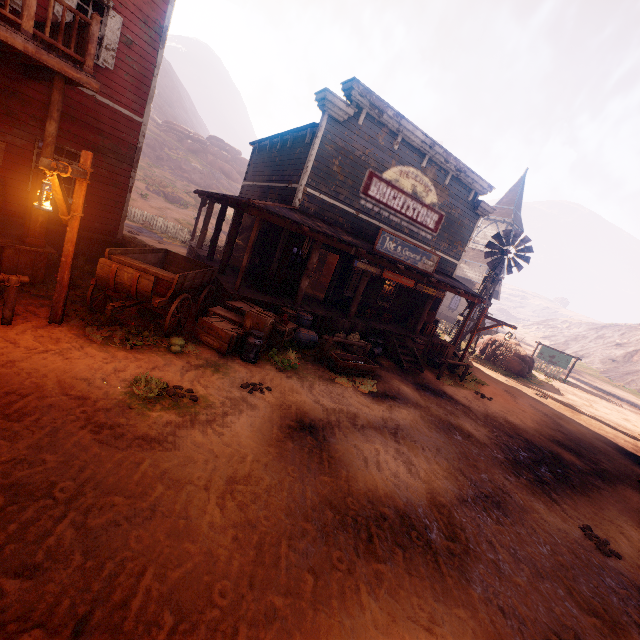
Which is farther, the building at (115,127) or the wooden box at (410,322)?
the wooden box at (410,322)

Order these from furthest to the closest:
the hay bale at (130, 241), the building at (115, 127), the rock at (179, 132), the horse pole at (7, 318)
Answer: the rock at (179, 132), the hay bale at (130, 241), the building at (115, 127), the horse pole at (7, 318)

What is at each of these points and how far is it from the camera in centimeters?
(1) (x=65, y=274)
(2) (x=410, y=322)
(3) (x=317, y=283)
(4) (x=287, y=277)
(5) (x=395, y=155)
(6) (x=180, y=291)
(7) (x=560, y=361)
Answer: (1) light pole, 621cm
(2) wooden box, 1580cm
(3) shop shelf, 1711cm
(4) bp, 1217cm
(5) building, 1308cm
(6) carraige, 749cm
(7) sign, 2720cm

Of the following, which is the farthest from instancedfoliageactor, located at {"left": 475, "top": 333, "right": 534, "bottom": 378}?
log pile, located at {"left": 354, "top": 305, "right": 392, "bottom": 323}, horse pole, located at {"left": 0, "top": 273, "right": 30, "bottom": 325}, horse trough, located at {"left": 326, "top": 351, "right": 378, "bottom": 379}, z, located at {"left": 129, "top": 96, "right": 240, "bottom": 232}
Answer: horse pole, located at {"left": 0, "top": 273, "right": 30, "bottom": 325}

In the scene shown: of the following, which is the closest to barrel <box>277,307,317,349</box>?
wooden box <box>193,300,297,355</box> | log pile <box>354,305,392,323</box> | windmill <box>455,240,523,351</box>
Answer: wooden box <box>193,300,297,355</box>

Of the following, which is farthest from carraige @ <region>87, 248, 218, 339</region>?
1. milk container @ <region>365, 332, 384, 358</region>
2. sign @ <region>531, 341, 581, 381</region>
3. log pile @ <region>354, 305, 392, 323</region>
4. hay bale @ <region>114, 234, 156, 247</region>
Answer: sign @ <region>531, 341, 581, 381</region>

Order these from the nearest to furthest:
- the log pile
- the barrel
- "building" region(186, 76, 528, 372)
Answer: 1. the barrel
2. "building" region(186, 76, 528, 372)
3. the log pile

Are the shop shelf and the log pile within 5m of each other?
yes
